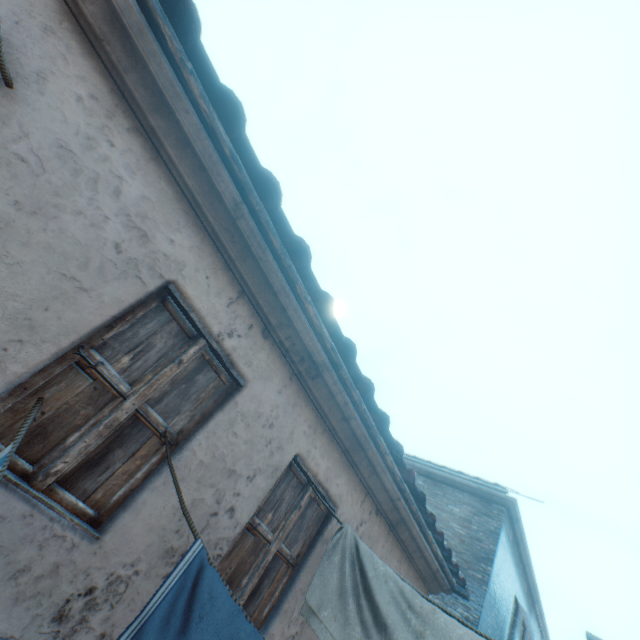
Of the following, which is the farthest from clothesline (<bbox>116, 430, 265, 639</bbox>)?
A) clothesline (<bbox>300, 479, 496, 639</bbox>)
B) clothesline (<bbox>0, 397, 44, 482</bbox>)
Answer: clothesline (<bbox>300, 479, 496, 639</bbox>)

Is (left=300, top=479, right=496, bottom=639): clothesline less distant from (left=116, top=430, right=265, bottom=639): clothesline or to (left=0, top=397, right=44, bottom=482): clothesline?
(left=116, top=430, right=265, bottom=639): clothesline

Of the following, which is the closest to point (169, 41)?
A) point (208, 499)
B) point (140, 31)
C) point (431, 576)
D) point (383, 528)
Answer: point (140, 31)

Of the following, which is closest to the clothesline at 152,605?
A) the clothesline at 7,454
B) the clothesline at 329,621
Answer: the clothesline at 7,454

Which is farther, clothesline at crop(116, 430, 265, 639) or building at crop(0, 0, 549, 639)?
building at crop(0, 0, 549, 639)

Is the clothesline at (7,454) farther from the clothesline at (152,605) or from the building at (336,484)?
the clothesline at (152,605)

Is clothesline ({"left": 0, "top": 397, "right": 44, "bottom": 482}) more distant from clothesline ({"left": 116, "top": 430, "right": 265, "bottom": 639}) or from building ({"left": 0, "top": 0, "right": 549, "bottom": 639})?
clothesline ({"left": 116, "top": 430, "right": 265, "bottom": 639})

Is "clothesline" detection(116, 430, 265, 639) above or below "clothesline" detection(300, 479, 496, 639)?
below
